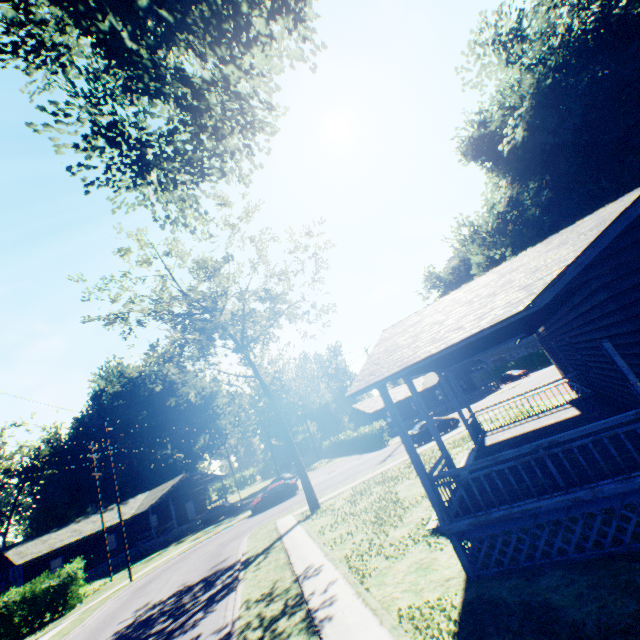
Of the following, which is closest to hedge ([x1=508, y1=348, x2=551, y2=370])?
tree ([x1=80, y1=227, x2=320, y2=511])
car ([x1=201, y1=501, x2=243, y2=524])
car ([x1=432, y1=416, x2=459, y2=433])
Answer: car ([x1=432, y1=416, x2=459, y2=433])

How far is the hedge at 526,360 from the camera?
53.06m

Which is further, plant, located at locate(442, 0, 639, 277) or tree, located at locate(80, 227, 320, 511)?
tree, located at locate(80, 227, 320, 511)

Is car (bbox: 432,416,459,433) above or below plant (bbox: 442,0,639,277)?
below

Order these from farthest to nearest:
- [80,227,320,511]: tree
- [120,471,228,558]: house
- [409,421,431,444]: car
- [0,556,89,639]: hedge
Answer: [120,471,228,558]: house, [409,421,431,444]: car, [0,556,89,639]: hedge, [80,227,320,511]: tree

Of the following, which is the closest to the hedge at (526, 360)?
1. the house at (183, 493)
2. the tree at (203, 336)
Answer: the tree at (203, 336)

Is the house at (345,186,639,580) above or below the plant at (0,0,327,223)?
below

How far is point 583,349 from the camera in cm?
1059
